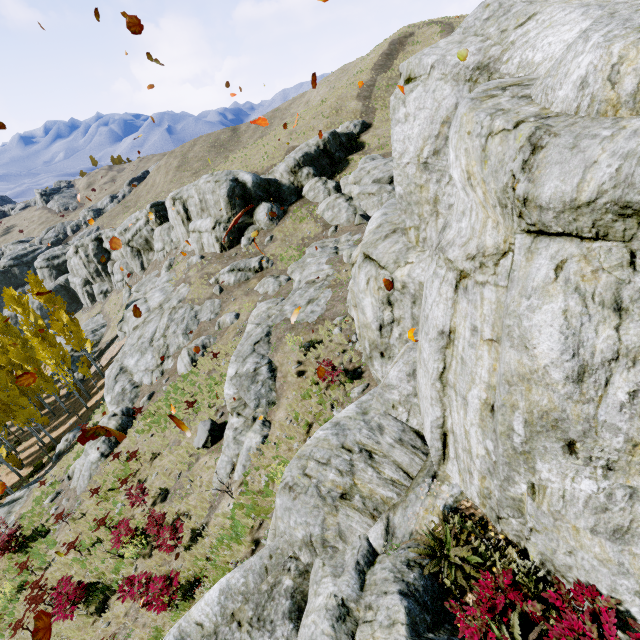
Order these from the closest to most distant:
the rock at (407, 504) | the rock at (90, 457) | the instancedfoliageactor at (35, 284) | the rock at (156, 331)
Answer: the rock at (407, 504) < the rock at (90, 457) < the rock at (156, 331) < the instancedfoliageactor at (35, 284)

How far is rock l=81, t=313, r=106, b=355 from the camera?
48.2 meters

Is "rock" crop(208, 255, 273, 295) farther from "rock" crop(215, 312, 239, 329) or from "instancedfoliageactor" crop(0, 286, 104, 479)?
"rock" crop(215, 312, 239, 329)

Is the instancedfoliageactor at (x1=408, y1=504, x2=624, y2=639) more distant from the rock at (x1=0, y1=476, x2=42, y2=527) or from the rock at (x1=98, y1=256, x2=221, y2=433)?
the rock at (x1=98, y1=256, x2=221, y2=433)

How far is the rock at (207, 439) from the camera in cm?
1402

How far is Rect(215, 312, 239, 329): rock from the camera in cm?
2367

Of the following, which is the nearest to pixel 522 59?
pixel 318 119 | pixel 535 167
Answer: pixel 535 167

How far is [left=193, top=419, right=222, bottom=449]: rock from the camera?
14.02m
